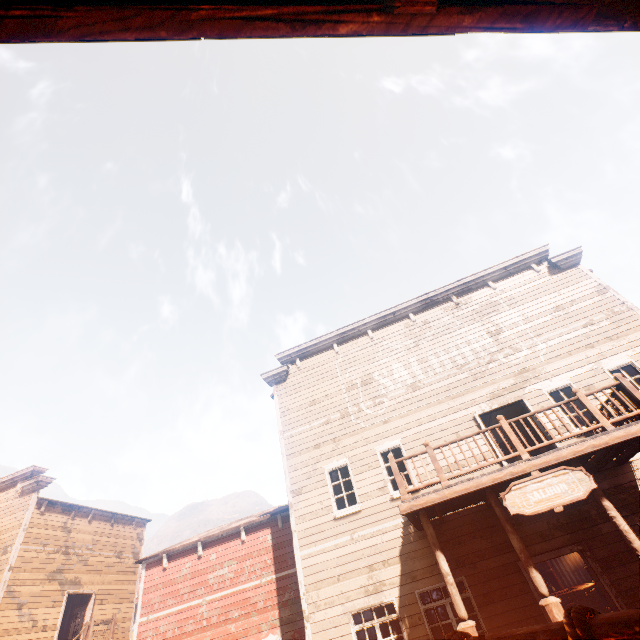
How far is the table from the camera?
13.6 meters

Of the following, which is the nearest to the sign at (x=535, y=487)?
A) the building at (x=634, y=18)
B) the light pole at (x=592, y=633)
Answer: the building at (x=634, y=18)

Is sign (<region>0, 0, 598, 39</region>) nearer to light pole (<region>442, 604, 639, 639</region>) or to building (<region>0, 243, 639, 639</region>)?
building (<region>0, 243, 639, 639</region>)

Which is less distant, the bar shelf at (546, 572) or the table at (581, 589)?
the table at (581, 589)

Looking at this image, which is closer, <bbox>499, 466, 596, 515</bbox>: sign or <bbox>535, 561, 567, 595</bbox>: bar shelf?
<bbox>499, 466, 596, 515</bbox>: sign

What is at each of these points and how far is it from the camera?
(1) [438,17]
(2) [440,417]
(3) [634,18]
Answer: (1) sign, 0.8 meters
(2) building, 11.4 meters
(3) building, 1.2 meters

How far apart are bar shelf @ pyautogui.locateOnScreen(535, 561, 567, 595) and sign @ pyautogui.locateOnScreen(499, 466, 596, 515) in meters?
14.4 m

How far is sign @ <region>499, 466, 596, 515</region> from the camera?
6.5 meters
